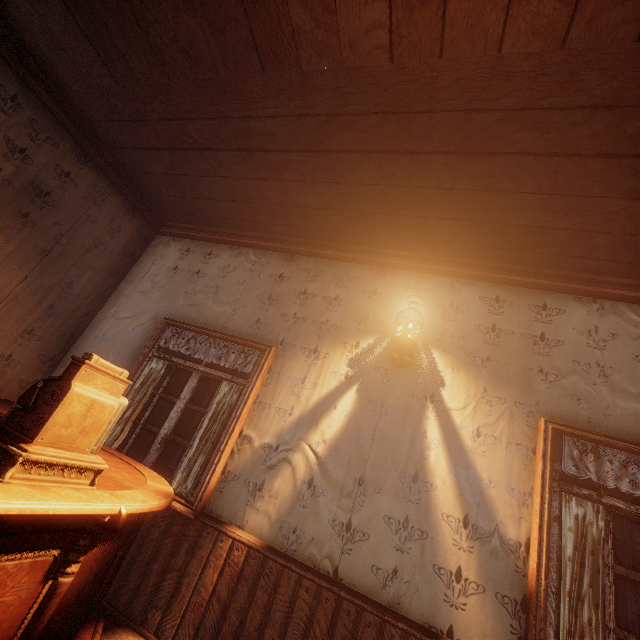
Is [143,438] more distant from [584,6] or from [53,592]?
[584,6]

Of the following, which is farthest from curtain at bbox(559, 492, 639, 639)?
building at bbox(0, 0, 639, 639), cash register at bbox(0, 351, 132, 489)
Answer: cash register at bbox(0, 351, 132, 489)

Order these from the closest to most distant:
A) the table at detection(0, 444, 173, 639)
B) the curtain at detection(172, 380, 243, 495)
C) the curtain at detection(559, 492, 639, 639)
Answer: the table at detection(0, 444, 173, 639)
the curtain at detection(559, 492, 639, 639)
the curtain at detection(172, 380, 243, 495)

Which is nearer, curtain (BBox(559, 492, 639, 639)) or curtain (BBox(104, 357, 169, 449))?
curtain (BBox(559, 492, 639, 639))

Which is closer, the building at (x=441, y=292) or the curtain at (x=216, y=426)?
the building at (x=441, y=292)

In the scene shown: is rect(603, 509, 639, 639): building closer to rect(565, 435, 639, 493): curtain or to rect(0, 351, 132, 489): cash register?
rect(565, 435, 639, 493): curtain

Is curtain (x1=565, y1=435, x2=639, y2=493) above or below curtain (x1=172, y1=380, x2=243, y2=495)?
above

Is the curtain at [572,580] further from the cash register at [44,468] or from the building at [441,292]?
the cash register at [44,468]
